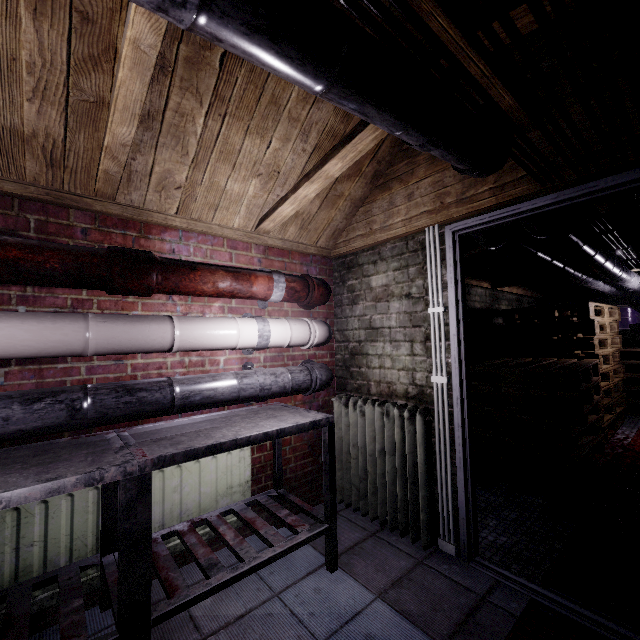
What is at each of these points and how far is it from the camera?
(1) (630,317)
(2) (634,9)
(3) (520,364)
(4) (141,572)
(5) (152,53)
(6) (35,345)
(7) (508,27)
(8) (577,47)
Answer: (1) barrel, 10.1m
(2) wire, 0.7m
(3) pallet, 3.2m
(4) table, 1.2m
(5) beam, 1.0m
(6) pipe, 1.3m
(7) wire, 0.7m
(8) wire, 0.8m

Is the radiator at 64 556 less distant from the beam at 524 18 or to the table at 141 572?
the table at 141 572

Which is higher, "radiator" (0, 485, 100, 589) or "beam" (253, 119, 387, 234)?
"beam" (253, 119, 387, 234)

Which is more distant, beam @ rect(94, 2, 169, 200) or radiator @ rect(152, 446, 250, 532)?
radiator @ rect(152, 446, 250, 532)

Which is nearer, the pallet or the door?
the door

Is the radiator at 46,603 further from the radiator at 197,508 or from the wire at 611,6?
the wire at 611,6

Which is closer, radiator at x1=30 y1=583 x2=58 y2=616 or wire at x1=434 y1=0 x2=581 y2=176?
wire at x1=434 y1=0 x2=581 y2=176

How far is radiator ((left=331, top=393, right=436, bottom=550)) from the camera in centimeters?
194cm
